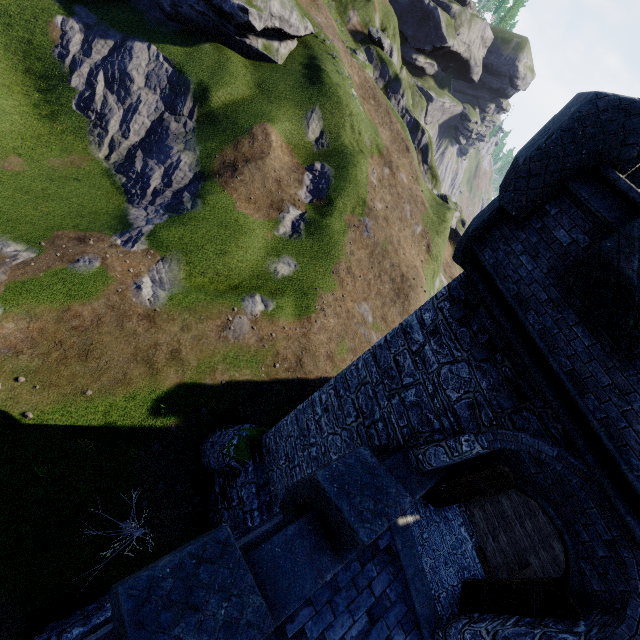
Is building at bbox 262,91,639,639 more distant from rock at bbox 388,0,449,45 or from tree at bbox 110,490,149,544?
rock at bbox 388,0,449,45

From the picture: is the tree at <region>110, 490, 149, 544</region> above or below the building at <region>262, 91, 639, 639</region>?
below

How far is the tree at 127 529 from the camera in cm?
1069

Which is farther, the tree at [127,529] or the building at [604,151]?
the tree at [127,529]

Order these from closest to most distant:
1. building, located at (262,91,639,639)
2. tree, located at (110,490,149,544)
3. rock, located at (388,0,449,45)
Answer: building, located at (262,91,639,639) < tree, located at (110,490,149,544) < rock, located at (388,0,449,45)

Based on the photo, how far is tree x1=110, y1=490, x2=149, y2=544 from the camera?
10.7m

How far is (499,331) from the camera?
5.9 meters

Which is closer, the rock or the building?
the building
